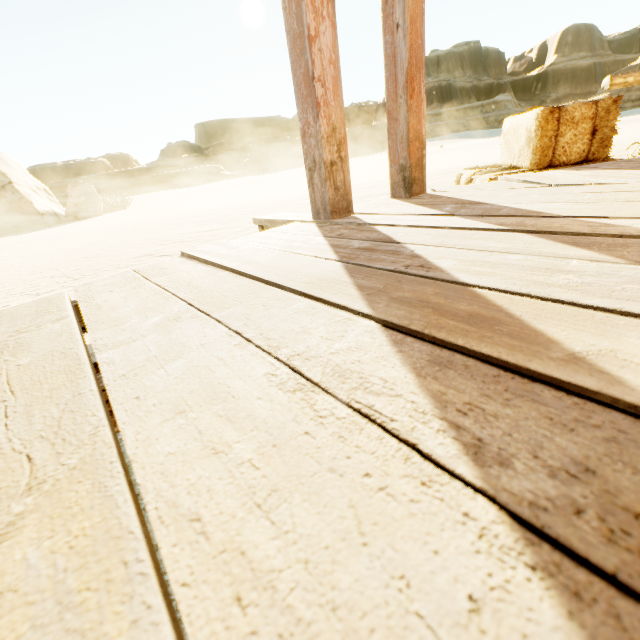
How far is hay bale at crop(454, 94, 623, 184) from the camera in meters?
2.3

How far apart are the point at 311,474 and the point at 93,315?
0.9m

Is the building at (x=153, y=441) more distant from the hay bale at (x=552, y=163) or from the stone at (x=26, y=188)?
the stone at (x=26, y=188)

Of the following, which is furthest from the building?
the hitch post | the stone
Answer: the stone

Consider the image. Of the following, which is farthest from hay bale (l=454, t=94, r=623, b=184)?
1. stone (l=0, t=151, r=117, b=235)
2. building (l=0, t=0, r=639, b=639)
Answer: stone (l=0, t=151, r=117, b=235)

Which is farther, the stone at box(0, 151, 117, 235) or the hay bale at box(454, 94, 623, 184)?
the stone at box(0, 151, 117, 235)

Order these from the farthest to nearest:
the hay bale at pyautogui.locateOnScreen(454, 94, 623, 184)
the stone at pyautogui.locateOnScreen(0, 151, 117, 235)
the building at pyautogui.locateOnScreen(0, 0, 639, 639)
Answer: the stone at pyautogui.locateOnScreen(0, 151, 117, 235)
the hay bale at pyautogui.locateOnScreen(454, 94, 623, 184)
the building at pyautogui.locateOnScreen(0, 0, 639, 639)

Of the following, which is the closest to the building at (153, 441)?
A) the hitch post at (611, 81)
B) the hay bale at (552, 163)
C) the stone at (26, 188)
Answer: the hay bale at (552, 163)
